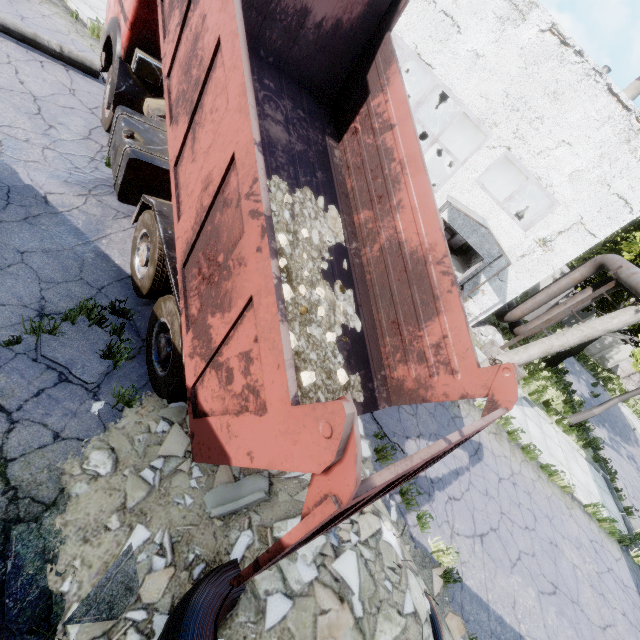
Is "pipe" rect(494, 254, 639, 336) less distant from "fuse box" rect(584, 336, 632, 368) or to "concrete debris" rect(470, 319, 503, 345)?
"concrete debris" rect(470, 319, 503, 345)

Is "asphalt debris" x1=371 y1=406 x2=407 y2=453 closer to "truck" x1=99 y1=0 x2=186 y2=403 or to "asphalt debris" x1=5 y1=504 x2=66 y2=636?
"truck" x1=99 y1=0 x2=186 y2=403

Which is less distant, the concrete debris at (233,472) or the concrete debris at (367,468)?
the concrete debris at (233,472)

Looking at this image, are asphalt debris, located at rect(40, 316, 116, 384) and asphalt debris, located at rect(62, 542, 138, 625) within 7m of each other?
yes

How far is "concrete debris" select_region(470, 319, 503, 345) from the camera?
13.8 meters

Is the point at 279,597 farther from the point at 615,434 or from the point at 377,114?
the point at 615,434

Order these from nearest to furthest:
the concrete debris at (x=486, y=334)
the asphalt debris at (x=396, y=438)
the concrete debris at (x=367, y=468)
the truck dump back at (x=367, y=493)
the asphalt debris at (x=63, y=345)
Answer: the truck dump back at (x=367, y=493) < the asphalt debris at (x=63, y=345) < the concrete debris at (x=367, y=468) < the asphalt debris at (x=396, y=438) < the concrete debris at (x=486, y=334)

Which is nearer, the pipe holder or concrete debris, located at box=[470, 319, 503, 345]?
the pipe holder
